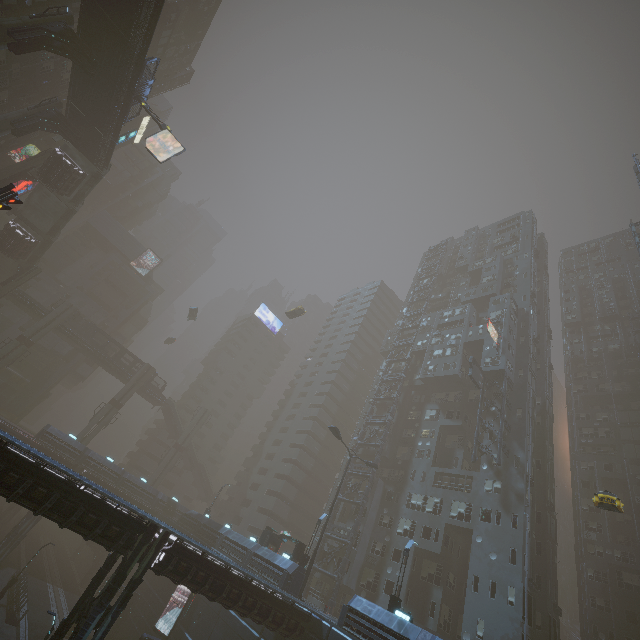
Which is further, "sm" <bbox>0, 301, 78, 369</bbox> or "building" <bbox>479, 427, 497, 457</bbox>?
"sm" <bbox>0, 301, 78, 369</bbox>

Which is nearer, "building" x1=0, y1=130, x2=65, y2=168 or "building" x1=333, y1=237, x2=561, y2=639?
"building" x1=333, y1=237, x2=561, y2=639

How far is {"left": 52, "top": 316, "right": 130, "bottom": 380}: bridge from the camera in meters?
55.6 m

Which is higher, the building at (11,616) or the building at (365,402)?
the building at (365,402)

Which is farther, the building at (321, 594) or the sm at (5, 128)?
the building at (321, 594)

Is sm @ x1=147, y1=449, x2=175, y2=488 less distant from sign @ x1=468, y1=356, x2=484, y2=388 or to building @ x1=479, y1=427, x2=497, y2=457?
building @ x1=479, y1=427, x2=497, y2=457

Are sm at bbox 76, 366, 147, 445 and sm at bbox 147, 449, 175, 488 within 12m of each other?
yes

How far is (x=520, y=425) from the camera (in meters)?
36.84
